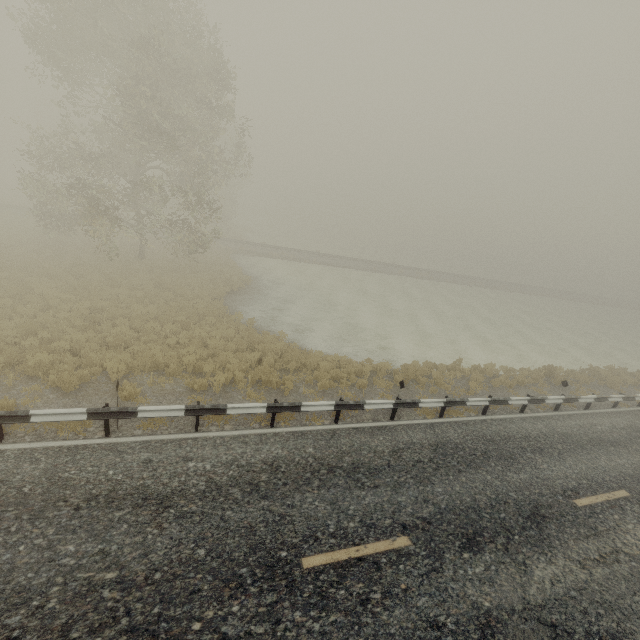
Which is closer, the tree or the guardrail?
the guardrail

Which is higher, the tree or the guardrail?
the tree

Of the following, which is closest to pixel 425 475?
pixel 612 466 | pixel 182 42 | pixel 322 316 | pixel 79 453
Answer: pixel 612 466

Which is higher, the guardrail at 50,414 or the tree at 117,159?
the tree at 117,159

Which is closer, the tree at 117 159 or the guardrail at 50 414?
the guardrail at 50 414
